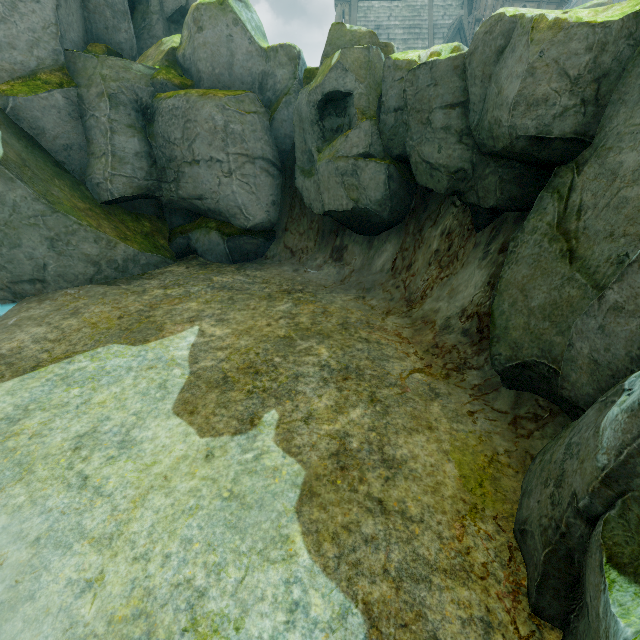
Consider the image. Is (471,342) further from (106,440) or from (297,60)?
(297,60)

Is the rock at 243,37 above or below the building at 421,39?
below

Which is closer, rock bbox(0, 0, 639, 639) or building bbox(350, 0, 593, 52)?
rock bbox(0, 0, 639, 639)

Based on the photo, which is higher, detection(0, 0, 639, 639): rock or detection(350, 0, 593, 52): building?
detection(350, 0, 593, 52): building

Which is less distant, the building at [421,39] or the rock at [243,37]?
the rock at [243,37]
